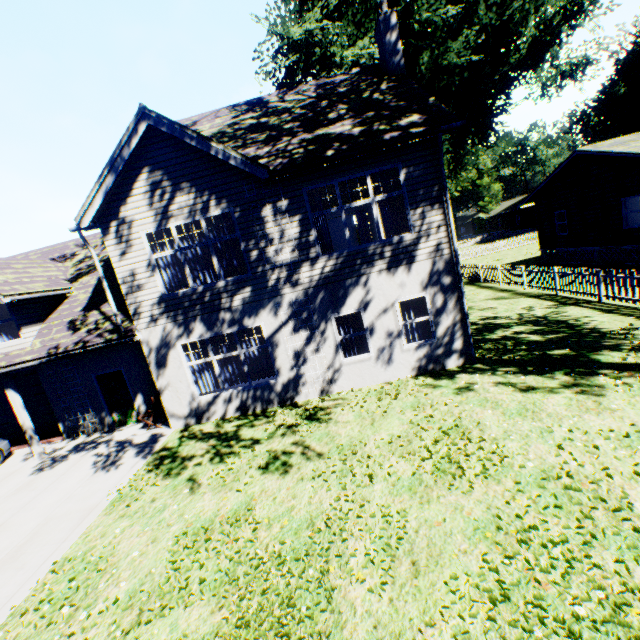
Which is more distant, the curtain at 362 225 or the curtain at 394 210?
the curtain at 362 225

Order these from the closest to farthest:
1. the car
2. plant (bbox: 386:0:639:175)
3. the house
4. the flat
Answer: the car, the flat, plant (bbox: 386:0:639:175), the house

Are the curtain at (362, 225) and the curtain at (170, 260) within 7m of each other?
no

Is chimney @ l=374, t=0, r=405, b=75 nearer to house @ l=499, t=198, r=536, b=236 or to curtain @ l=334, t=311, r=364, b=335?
curtain @ l=334, t=311, r=364, b=335

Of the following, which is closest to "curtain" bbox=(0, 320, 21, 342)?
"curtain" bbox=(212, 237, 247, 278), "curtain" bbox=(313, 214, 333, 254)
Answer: "curtain" bbox=(212, 237, 247, 278)

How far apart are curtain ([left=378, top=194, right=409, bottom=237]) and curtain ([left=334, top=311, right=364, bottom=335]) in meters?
2.0

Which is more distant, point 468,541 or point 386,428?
point 386,428
